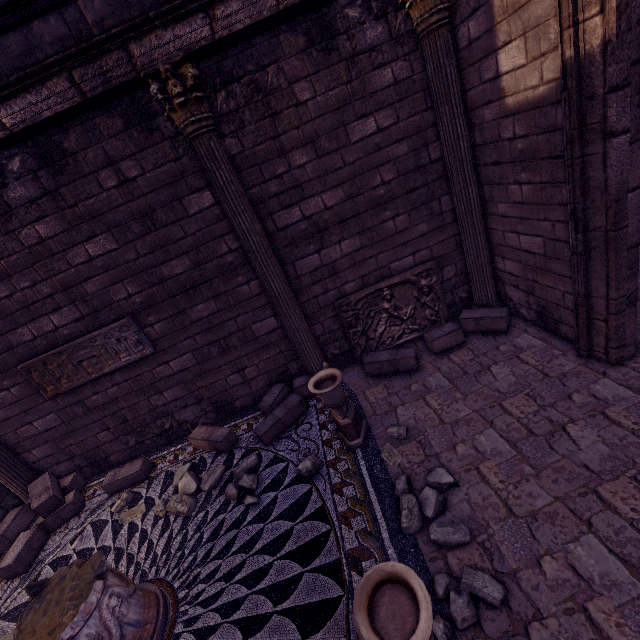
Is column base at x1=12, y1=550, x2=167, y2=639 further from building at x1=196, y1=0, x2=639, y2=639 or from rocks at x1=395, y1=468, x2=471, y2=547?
rocks at x1=395, y1=468, x2=471, y2=547

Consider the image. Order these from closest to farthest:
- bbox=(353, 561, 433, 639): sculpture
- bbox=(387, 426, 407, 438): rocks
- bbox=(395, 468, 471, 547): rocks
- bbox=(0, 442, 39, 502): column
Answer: bbox=(353, 561, 433, 639): sculpture → bbox=(395, 468, 471, 547): rocks → bbox=(387, 426, 407, 438): rocks → bbox=(0, 442, 39, 502): column

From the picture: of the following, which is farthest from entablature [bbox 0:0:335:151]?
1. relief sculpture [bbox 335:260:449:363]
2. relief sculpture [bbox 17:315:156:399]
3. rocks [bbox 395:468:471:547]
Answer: rocks [bbox 395:468:471:547]

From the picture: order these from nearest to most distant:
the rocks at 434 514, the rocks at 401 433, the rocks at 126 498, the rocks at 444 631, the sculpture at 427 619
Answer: the sculpture at 427 619
the rocks at 444 631
the rocks at 434 514
the rocks at 401 433
the rocks at 126 498

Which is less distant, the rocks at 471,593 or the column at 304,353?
the rocks at 471,593

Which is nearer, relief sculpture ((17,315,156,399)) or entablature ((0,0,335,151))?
entablature ((0,0,335,151))

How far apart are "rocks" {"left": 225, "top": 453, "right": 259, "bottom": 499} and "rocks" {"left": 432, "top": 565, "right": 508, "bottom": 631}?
2.13m

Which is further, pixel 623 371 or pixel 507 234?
pixel 507 234
